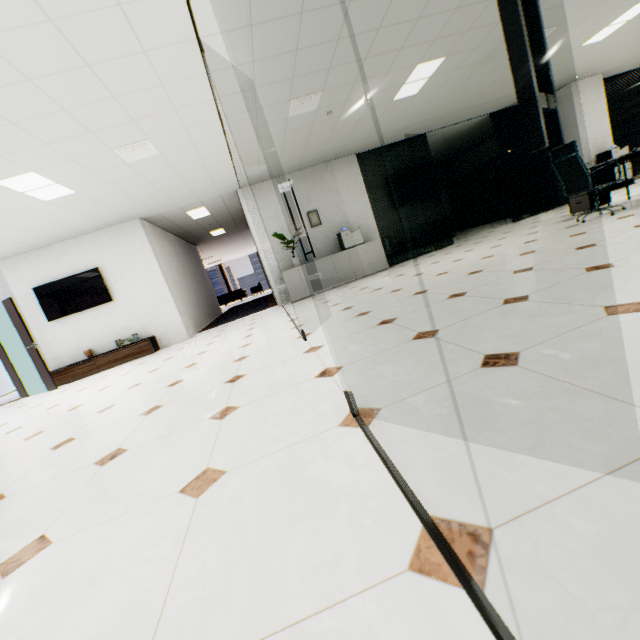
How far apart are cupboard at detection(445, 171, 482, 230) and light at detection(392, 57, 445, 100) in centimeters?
864cm

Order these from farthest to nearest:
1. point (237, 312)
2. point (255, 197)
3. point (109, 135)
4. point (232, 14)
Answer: point (237, 312), point (255, 197), point (109, 135), point (232, 14)

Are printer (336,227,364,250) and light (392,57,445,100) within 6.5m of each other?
yes

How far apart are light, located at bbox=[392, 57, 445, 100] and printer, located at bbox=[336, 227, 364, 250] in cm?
273

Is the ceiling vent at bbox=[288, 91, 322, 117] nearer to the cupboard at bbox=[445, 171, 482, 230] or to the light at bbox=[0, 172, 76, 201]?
the light at bbox=[0, 172, 76, 201]

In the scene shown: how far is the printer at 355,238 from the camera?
7.81m

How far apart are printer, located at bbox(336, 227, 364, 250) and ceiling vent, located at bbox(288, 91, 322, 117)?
3.1m

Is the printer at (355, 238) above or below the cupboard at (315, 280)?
above
